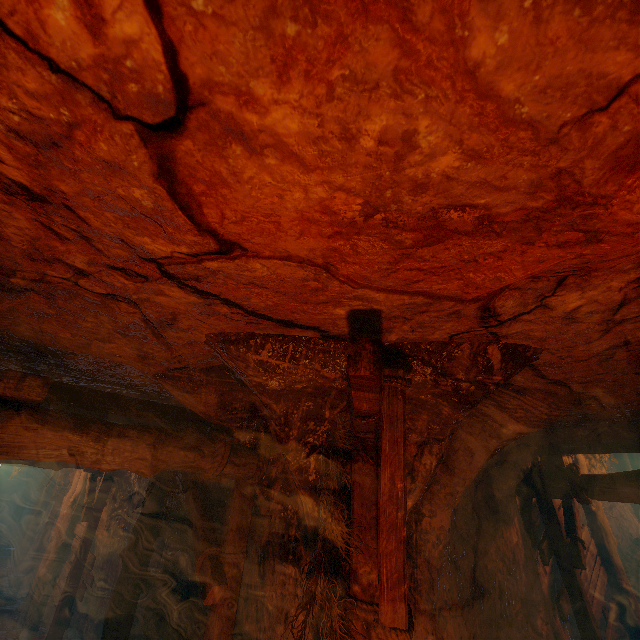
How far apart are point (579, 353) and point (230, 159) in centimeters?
242cm

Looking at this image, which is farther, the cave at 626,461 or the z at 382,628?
the cave at 626,461

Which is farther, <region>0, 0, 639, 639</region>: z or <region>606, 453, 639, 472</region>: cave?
<region>606, 453, 639, 472</region>: cave

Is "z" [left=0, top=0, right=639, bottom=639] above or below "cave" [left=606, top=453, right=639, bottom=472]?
below

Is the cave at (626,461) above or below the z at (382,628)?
above
